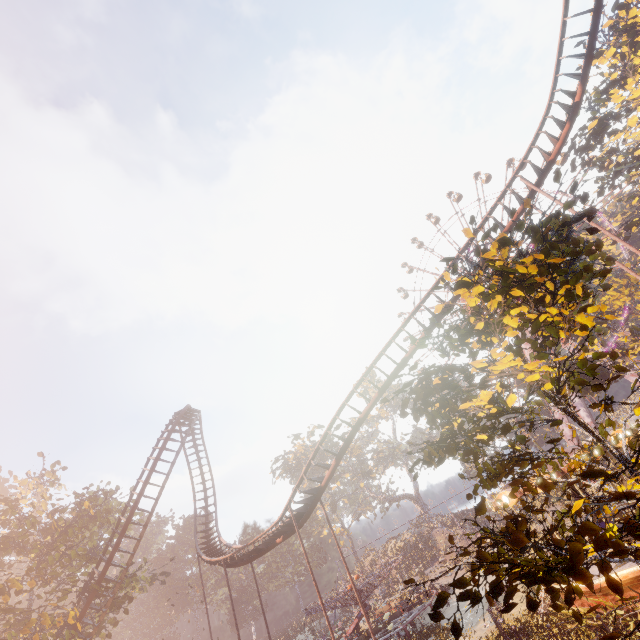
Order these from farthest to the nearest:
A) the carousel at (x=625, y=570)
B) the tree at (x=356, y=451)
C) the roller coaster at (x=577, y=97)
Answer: the tree at (x=356, y=451) < the roller coaster at (x=577, y=97) < the carousel at (x=625, y=570)

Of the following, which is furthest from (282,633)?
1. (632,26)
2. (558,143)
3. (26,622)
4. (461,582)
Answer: (632,26)

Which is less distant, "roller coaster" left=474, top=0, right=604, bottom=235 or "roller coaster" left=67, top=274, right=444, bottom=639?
"roller coaster" left=474, top=0, right=604, bottom=235

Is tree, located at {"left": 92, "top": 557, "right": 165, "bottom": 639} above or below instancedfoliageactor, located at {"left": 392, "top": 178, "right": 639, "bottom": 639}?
above

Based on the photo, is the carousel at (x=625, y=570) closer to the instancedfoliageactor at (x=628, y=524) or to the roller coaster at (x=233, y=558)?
the instancedfoliageactor at (x=628, y=524)

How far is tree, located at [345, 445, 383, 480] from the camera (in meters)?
54.62

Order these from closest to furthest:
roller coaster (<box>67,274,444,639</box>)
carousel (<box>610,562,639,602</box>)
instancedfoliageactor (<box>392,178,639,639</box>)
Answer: instancedfoliageactor (<box>392,178,639,639</box>)
carousel (<box>610,562,639,602</box>)
roller coaster (<box>67,274,444,639</box>)

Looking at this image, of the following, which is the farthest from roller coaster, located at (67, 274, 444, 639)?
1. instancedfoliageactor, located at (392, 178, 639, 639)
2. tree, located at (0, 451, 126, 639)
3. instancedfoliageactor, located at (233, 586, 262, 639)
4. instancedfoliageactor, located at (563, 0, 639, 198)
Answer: instancedfoliageactor, located at (563, 0, 639, 198)
